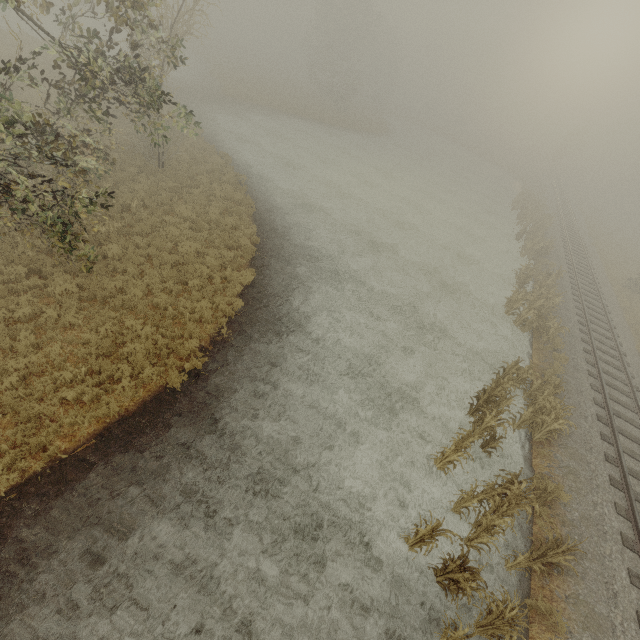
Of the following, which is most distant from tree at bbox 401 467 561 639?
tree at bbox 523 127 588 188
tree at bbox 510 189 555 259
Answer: tree at bbox 523 127 588 188

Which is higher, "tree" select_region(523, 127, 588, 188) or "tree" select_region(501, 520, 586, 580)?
"tree" select_region(523, 127, 588, 188)

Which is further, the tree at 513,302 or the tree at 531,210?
the tree at 531,210

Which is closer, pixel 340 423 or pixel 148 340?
pixel 148 340

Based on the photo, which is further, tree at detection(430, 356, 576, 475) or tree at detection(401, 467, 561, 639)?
tree at detection(430, 356, 576, 475)

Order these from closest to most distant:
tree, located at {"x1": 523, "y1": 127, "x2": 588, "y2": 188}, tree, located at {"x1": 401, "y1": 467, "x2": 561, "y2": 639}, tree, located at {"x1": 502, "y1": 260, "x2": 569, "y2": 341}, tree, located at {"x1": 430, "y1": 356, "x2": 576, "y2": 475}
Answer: tree, located at {"x1": 401, "y1": 467, "x2": 561, "y2": 639}
tree, located at {"x1": 430, "y1": 356, "x2": 576, "y2": 475}
tree, located at {"x1": 502, "y1": 260, "x2": 569, "y2": 341}
tree, located at {"x1": 523, "y1": 127, "x2": 588, "y2": 188}

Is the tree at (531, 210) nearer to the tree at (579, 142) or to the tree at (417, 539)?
the tree at (579, 142)
